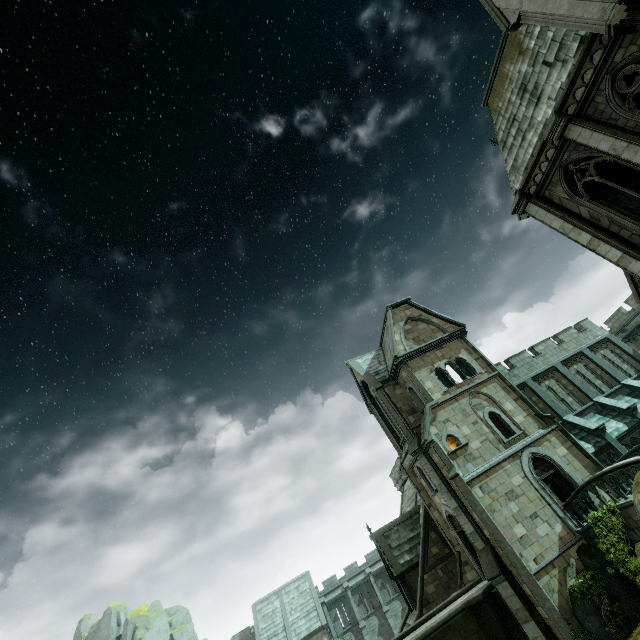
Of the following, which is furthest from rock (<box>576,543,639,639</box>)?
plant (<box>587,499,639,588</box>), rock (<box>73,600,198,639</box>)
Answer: rock (<box>73,600,198,639</box>)

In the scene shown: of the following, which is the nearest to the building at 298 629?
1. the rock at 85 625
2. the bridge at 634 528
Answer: the bridge at 634 528

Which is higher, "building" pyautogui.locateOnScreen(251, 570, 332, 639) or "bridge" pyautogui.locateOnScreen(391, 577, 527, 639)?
"building" pyautogui.locateOnScreen(251, 570, 332, 639)

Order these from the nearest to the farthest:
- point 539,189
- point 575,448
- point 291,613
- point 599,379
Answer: point 539,189 < point 575,448 < point 599,379 < point 291,613

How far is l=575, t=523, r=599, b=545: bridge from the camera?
15.52m

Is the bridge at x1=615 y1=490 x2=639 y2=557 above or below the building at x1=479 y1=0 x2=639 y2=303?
below

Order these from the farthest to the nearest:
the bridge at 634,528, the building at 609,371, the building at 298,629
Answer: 1. the building at 298,629
2. the building at 609,371
3. the bridge at 634,528

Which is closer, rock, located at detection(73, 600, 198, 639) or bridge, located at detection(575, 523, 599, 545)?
bridge, located at detection(575, 523, 599, 545)
